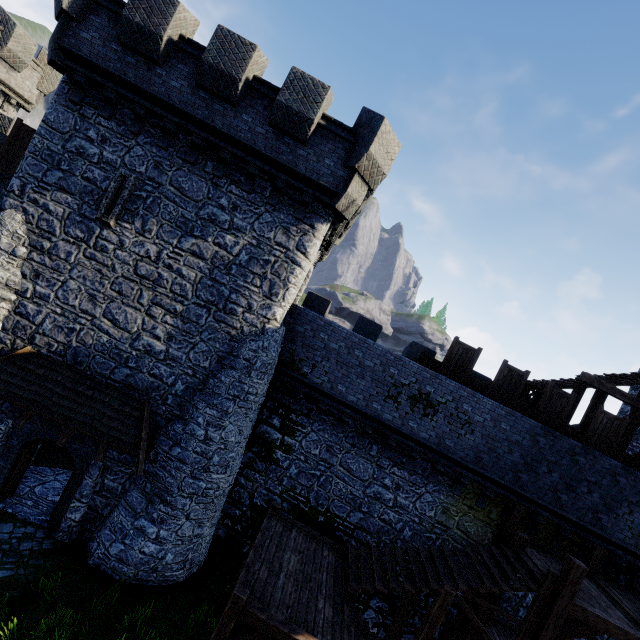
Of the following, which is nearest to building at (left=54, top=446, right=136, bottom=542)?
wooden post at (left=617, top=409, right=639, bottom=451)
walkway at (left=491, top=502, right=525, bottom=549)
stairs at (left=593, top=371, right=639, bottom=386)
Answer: stairs at (left=593, top=371, right=639, bottom=386)

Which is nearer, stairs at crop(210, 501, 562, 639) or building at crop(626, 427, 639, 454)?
stairs at crop(210, 501, 562, 639)

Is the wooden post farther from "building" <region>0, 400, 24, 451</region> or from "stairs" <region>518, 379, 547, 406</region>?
"building" <region>0, 400, 24, 451</region>

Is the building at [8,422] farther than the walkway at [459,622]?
No

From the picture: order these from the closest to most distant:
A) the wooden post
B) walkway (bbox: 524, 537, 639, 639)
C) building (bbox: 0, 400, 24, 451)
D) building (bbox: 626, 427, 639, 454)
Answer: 1. walkway (bbox: 524, 537, 639, 639)
2. building (bbox: 0, 400, 24, 451)
3. the wooden post
4. building (bbox: 626, 427, 639, 454)

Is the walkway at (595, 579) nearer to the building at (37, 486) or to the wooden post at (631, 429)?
the wooden post at (631, 429)

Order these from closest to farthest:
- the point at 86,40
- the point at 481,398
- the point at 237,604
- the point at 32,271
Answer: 1. the point at 237,604
2. the point at 86,40
3. the point at 32,271
4. the point at 481,398

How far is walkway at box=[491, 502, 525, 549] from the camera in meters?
11.5 m
